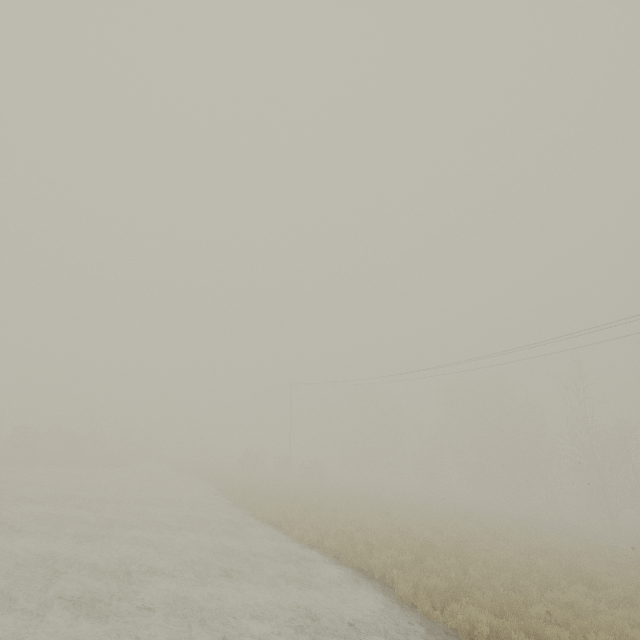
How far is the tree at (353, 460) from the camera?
54.2m

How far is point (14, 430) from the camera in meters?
29.1 m

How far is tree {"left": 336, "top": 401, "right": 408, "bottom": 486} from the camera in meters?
54.2
